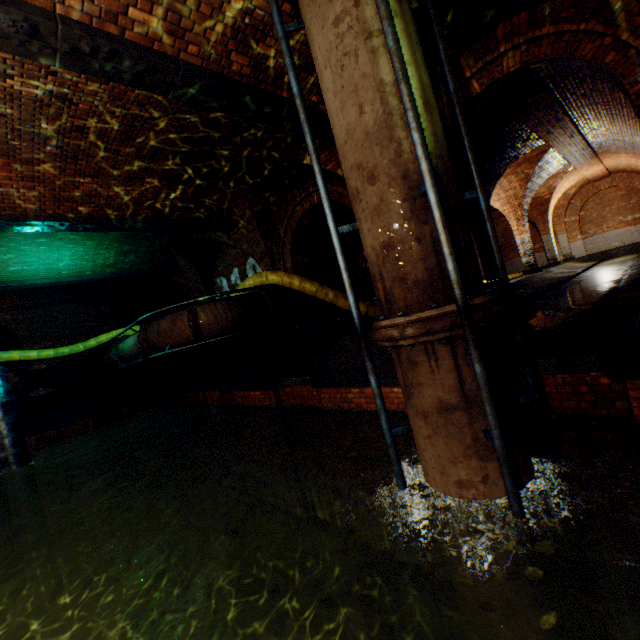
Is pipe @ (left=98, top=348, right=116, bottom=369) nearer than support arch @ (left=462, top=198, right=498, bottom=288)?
No

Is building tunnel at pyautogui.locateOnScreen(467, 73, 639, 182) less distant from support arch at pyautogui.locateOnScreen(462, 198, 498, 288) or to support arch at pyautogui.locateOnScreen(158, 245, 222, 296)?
support arch at pyautogui.locateOnScreen(462, 198, 498, 288)

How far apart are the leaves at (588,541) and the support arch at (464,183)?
9.7 meters

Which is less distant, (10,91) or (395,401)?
(10,91)

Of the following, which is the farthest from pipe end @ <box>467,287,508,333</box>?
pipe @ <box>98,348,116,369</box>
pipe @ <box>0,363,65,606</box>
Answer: pipe @ <box>98,348,116,369</box>

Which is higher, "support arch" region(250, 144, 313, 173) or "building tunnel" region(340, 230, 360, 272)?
"support arch" region(250, 144, 313, 173)

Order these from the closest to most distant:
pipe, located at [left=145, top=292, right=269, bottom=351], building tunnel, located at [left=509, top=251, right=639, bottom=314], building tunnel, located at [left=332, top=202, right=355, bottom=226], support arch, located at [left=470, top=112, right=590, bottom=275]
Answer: building tunnel, located at [left=509, top=251, right=639, bottom=314] → pipe, located at [left=145, top=292, right=269, bottom=351] → support arch, located at [left=470, top=112, right=590, bottom=275] → building tunnel, located at [left=332, top=202, right=355, bottom=226]

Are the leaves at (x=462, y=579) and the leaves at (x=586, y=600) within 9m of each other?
yes
